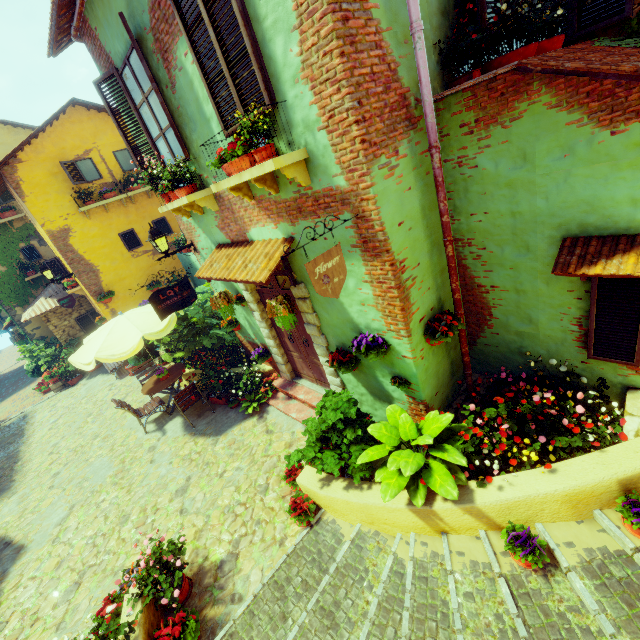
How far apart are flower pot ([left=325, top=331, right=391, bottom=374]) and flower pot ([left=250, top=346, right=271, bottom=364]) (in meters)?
3.26

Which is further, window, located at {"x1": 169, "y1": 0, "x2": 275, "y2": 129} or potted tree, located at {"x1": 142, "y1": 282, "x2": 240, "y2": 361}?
potted tree, located at {"x1": 142, "y1": 282, "x2": 240, "y2": 361}

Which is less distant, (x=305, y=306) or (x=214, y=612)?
(x=214, y=612)

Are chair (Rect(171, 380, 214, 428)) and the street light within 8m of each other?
yes

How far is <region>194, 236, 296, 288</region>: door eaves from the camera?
4.4m

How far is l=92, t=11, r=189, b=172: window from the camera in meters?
4.5

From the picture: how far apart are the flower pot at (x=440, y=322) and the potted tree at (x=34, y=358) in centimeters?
1784cm

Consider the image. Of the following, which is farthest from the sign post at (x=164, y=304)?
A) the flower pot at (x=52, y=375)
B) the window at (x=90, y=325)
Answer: the flower pot at (x=52, y=375)
